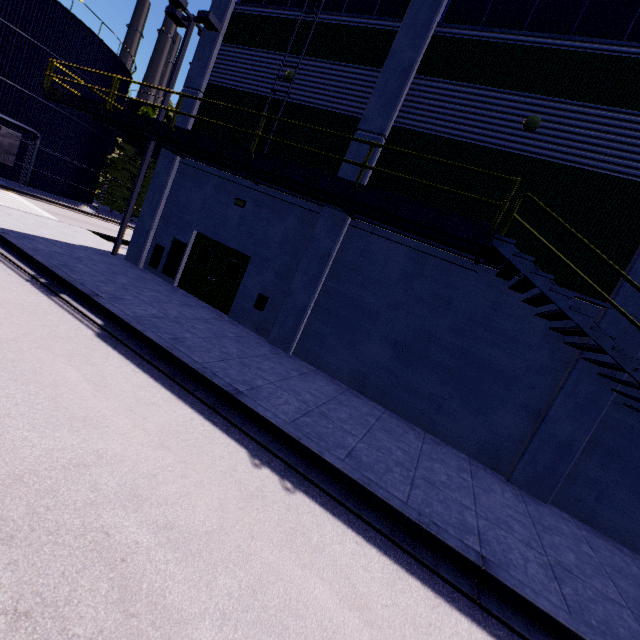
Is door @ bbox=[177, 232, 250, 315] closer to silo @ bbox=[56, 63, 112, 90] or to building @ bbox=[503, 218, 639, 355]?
building @ bbox=[503, 218, 639, 355]

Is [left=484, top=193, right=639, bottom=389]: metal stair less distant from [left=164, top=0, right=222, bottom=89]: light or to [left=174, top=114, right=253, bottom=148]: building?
[left=174, top=114, right=253, bottom=148]: building

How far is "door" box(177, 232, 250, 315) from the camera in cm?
1209

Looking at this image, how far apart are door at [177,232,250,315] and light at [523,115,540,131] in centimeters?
895cm

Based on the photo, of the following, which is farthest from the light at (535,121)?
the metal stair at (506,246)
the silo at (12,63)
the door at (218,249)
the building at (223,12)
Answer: the silo at (12,63)

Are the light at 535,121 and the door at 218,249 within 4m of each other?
no

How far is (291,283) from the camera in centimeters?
1076cm

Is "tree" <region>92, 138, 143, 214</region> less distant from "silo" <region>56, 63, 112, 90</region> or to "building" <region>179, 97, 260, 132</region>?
"silo" <region>56, 63, 112, 90</region>
